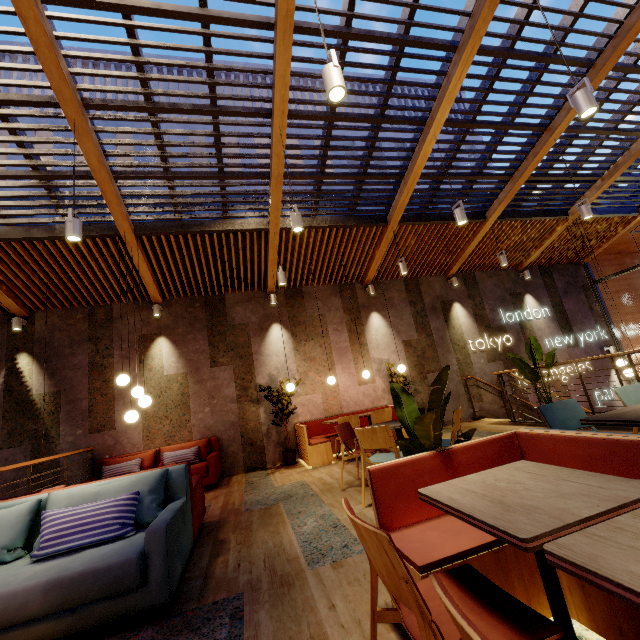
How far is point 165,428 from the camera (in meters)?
6.96

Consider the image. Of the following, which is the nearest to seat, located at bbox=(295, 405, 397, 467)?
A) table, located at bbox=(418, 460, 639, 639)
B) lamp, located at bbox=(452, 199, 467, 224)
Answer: lamp, located at bbox=(452, 199, 467, 224)

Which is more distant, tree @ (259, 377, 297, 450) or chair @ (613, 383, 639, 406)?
tree @ (259, 377, 297, 450)

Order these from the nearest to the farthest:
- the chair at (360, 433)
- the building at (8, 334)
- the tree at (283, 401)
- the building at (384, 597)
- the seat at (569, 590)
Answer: the seat at (569, 590) < the building at (384, 597) < the chair at (360, 433) < the building at (8, 334) < the tree at (283, 401)

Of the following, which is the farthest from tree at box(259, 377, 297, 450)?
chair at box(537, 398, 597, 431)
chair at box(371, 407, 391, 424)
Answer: chair at box(537, 398, 597, 431)

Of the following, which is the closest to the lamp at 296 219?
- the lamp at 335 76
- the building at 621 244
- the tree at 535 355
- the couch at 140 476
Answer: the lamp at 335 76

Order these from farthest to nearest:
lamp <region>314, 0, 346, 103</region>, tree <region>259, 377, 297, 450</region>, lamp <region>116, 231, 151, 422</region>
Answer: tree <region>259, 377, 297, 450</region> → lamp <region>116, 231, 151, 422</region> → lamp <region>314, 0, 346, 103</region>

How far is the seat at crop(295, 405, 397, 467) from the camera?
6.3m
